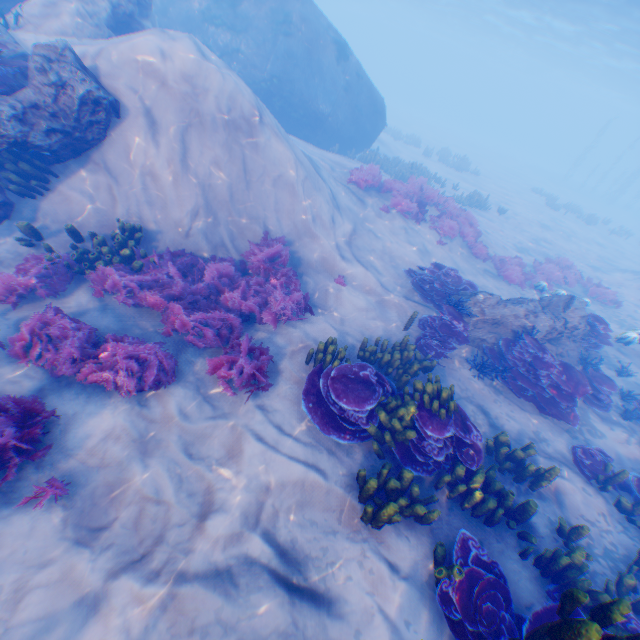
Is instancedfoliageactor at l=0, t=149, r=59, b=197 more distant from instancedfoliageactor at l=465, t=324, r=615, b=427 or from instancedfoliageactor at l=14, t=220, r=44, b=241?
instancedfoliageactor at l=465, t=324, r=615, b=427

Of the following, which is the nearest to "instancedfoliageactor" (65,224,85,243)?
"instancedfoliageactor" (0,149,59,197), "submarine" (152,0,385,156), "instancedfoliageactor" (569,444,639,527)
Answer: "instancedfoliageactor" (0,149,59,197)

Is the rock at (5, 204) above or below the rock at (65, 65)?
below

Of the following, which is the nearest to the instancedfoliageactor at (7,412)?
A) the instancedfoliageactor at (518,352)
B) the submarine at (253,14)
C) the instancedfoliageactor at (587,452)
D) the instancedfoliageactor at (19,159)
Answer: the instancedfoliageactor at (19,159)

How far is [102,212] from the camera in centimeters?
731cm

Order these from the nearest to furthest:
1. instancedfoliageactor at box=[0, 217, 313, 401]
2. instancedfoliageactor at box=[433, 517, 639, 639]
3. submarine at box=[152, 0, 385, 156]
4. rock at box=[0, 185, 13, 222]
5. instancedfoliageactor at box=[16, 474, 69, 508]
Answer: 1. instancedfoliageactor at box=[433, 517, 639, 639]
2. instancedfoliageactor at box=[16, 474, 69, 508]
3. instancedfoliageactor at box=[0, 217, 313, 401]
4. rock at box=[0, 185, 13, 222]
5. submarine at box=[152, 0, 385, 156]

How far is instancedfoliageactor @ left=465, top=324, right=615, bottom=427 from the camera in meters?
7.6 m

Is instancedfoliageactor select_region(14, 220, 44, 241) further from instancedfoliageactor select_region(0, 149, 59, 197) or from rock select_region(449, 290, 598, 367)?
rock select_region(449, 290, 598, 367)
